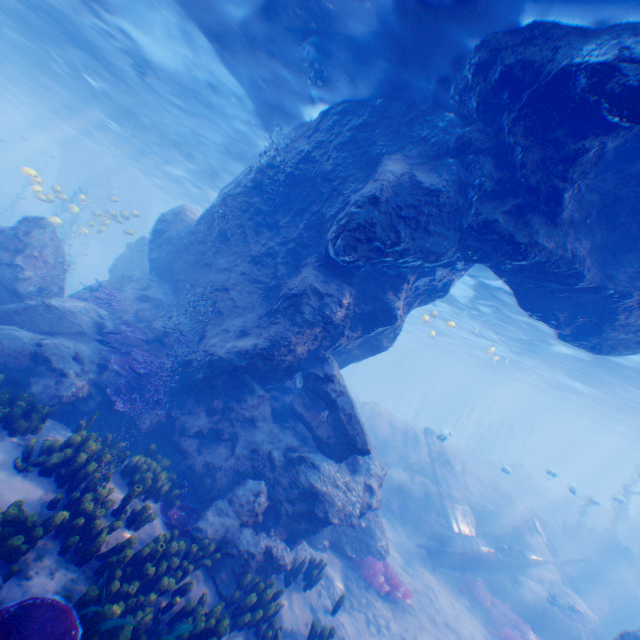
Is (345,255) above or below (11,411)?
above

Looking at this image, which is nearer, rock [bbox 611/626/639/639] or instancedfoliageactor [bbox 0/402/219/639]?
instancedfoliageactor [bbox 0/402/219/639]

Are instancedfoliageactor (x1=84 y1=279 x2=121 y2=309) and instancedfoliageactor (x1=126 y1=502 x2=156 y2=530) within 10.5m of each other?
yes

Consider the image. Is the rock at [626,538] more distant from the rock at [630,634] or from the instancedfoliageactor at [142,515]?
the instancedfoliageactor at [142,515]

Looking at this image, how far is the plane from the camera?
14.1m

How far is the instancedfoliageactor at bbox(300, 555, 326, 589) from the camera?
8.09m

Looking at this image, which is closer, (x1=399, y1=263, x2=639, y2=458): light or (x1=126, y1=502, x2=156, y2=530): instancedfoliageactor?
(x1=126, y1=502, x2=156, y2=530): instancedfoliageactor

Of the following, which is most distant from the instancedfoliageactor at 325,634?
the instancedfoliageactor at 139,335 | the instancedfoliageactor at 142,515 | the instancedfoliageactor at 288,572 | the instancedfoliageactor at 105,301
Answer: the instancedfoliageactor at 105,301
